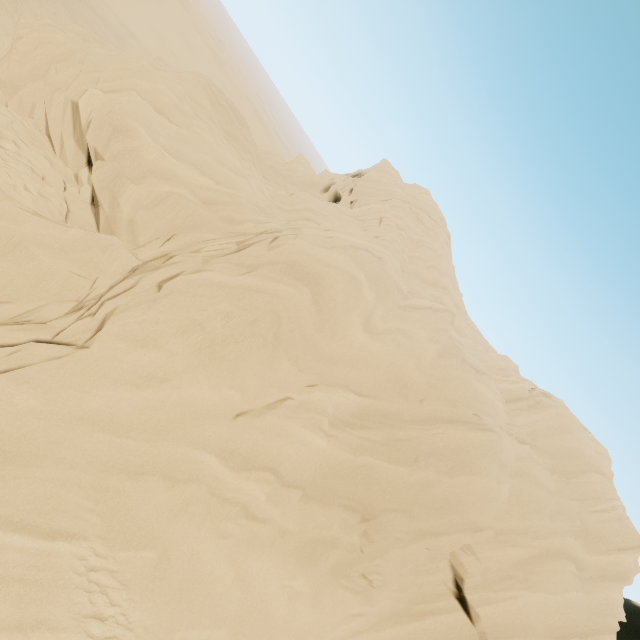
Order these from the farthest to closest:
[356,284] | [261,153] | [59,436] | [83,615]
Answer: [261,153]
[356,284]
[59,436]
[83,615]
